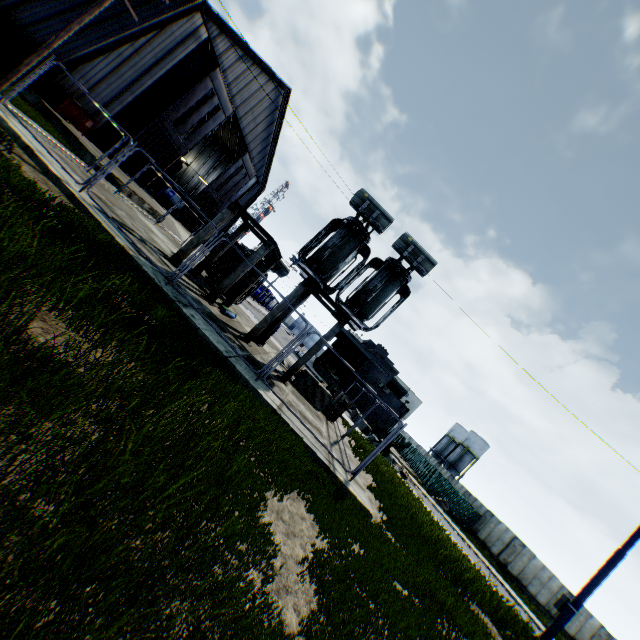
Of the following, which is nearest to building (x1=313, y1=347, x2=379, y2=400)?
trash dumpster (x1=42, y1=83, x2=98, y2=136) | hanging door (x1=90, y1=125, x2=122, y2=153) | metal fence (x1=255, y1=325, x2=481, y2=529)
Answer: metal fence (x1=255, y1=325, x2=481, y2=529)

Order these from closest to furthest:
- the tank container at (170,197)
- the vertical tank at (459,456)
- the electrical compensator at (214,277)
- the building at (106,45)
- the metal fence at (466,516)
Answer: the metal fence at (466,516), the electrical compensator at (214,277), the building at (106,45), the tank container at (170,197), the vertical tank at (459,456)

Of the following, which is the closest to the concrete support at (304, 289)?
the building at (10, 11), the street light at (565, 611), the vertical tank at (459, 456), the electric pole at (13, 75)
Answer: the electric pole at (13, 75)

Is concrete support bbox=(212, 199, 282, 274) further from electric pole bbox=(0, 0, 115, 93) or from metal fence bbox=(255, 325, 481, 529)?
electric pole bbox=(0, 0, 115, 93)

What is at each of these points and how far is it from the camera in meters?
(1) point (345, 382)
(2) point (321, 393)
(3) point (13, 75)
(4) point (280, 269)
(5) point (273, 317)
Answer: (1) building, 38.6
(2) concrete block, 14.5
(3) electric pole, 11.2
(4) electrical compensator, 17.0
(5) concrete support, 12.7

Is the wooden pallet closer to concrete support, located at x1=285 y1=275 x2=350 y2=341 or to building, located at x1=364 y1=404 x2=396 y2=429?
concrete support, located at x1=285 y1=275 x2=350 y2=341

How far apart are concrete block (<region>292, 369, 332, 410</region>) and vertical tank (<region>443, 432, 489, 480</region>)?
53.5m

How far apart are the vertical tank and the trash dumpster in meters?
65.5
